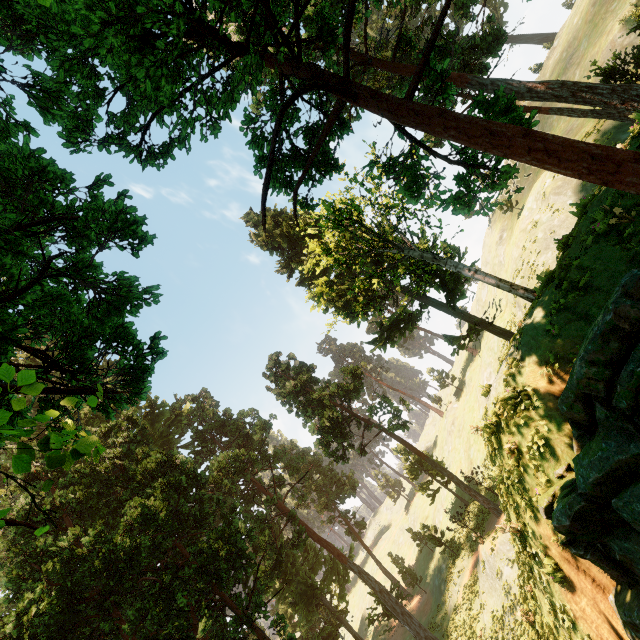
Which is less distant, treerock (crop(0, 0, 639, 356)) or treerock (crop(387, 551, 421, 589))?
treerock (crop(0, 0, 639, 356))

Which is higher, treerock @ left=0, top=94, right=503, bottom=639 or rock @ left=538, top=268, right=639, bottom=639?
treerock @ left=0, top=94, right=503, bottom=639

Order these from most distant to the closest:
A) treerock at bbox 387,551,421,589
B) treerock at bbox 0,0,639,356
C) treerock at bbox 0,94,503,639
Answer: treerock at bbox 387,551,421,589 → treerock at bbox 0,94,503,639 → treerock at bbox 0,0,639,356

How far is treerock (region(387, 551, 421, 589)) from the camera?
34.38m

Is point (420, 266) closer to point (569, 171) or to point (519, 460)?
point (519, 460)

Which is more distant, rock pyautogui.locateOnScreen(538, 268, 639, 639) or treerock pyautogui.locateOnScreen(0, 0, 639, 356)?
treerock pyautogui.locateOnScreen(0, 0, 639, 356)

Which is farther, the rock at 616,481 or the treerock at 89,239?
the treerock at 89,239
